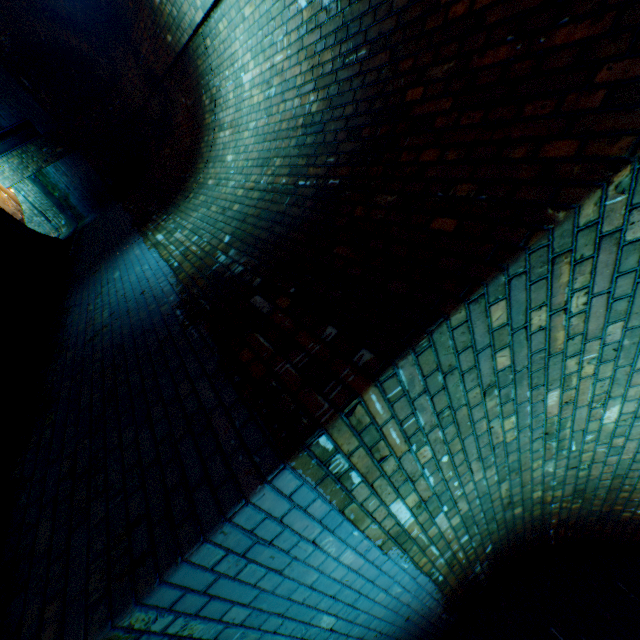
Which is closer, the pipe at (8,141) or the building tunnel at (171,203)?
the building tunnel at (171,203)

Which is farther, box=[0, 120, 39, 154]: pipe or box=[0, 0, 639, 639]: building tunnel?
box=[0, 120, 39, 154]: pipe

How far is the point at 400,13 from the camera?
1.99m
